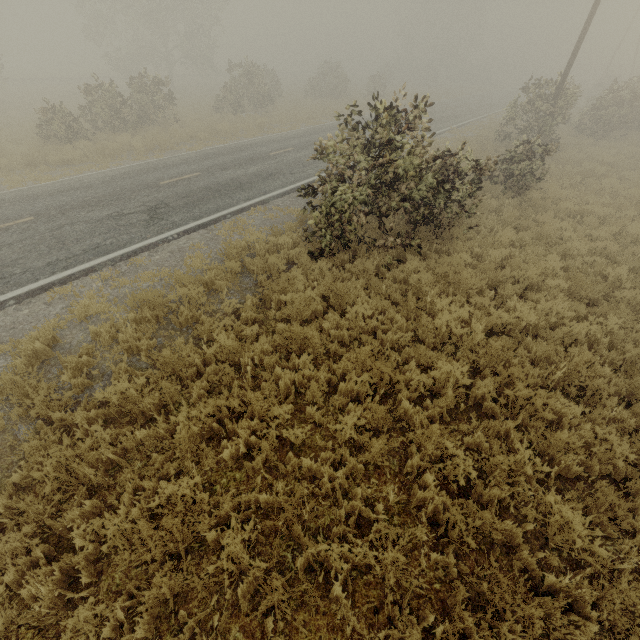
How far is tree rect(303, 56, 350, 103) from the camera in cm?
3341

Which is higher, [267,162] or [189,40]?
[189,40]

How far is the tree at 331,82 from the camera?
33.41m
